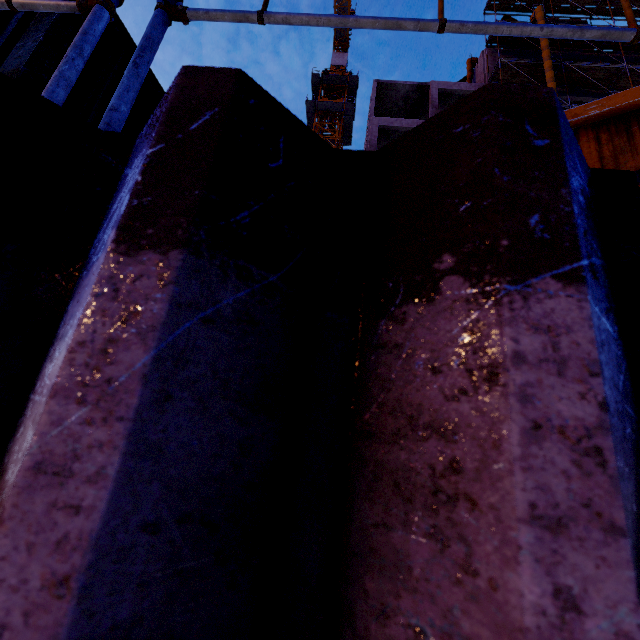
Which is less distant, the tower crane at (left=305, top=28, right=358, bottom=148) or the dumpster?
the dumpster

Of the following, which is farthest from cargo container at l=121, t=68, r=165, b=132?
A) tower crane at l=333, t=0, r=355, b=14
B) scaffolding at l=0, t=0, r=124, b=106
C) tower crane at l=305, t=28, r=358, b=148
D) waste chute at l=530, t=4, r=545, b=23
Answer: tower crane at l=333, t=0, r=355, b=14

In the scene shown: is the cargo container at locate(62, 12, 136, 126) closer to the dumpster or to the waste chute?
the dumpster

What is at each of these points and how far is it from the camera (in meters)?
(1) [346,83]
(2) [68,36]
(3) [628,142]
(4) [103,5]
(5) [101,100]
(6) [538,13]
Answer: (1) tower crane, 38.47
(2) cargo container, 2.33
(3) dumpster, 1.94
(4) scaffolding, 1.12
(5) cargo container, 2.72
(6) waste chute, 21.83

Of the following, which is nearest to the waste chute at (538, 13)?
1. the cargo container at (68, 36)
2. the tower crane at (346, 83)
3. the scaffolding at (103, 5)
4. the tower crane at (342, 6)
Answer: the cargo container at (68, 36)

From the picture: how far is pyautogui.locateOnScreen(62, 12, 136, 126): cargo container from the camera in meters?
2.5

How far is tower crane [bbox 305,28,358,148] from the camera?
36.59m

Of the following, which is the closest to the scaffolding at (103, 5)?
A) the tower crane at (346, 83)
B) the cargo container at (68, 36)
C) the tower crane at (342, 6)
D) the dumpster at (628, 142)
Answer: the cargo container at (68, 36)
